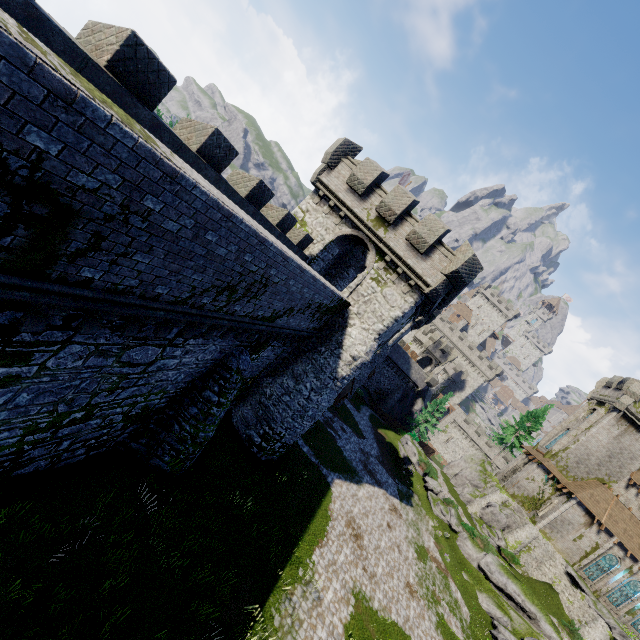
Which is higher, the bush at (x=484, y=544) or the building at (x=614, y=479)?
the building at (x=614, y=479)

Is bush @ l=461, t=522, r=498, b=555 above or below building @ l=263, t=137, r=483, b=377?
below

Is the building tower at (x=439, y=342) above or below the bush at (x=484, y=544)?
above

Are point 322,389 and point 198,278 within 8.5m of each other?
no

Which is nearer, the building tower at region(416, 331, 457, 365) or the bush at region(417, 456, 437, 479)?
the bush at region(417, 456, 437, 479)

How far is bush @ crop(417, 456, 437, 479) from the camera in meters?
40.0 m

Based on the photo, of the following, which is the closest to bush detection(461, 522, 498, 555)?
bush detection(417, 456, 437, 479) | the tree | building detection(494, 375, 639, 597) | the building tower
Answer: bush detection(417, 456, 437, 479)

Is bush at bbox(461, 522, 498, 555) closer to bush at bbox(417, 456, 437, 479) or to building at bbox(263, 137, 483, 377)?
bush at bbox(417, 456, 437, 479)
